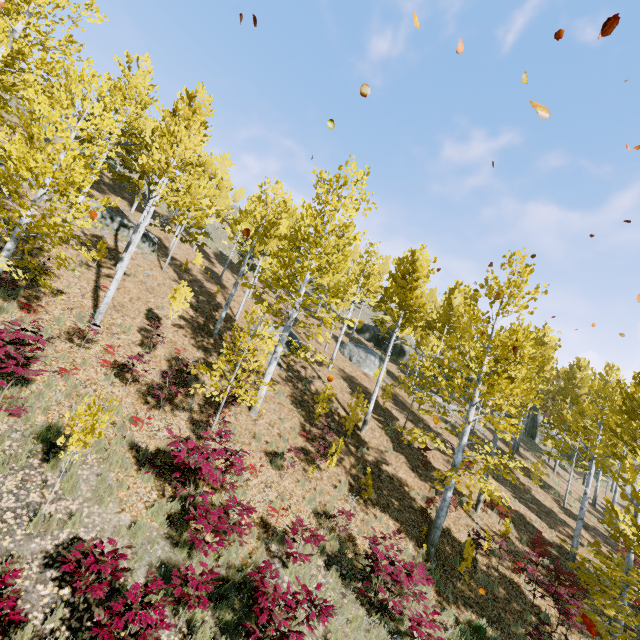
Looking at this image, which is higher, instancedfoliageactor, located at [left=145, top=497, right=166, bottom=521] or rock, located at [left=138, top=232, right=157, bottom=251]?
rock, located at [left=138, top=232, right=157, bottom=251]

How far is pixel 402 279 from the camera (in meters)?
18.44

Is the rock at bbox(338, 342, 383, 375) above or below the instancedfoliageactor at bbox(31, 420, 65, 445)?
above

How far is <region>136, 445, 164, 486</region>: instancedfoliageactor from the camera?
7.6m

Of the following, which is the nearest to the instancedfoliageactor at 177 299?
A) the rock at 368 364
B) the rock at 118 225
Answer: the rock at 118 225

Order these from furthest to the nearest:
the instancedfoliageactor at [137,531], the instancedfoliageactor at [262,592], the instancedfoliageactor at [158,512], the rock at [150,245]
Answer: the rock at [150,245] < the instancedfoliageactor at [158,512] < the instancedfoliageactor at [137,531] < the instancedfoliageactor at [262,592]
